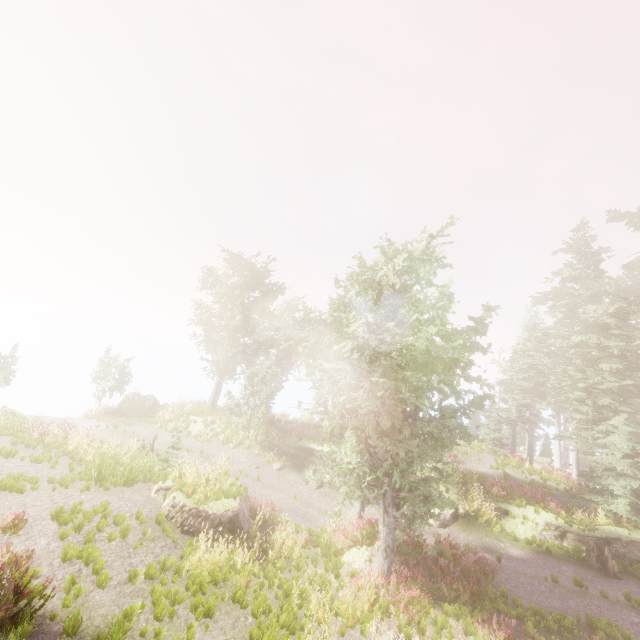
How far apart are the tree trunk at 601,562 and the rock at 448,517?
5.5 meters

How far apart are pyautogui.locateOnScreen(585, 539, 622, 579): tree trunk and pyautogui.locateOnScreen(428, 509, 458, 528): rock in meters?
5.5 m

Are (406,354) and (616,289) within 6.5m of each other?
no

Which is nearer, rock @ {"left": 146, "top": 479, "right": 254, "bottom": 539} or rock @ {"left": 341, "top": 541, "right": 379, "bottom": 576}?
rock @ {"left": 146, "top": 479, "right": 254, "bottom": 539}

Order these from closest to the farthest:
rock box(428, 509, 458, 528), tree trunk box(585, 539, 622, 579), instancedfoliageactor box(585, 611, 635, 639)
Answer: instancedfoliageactor box(585, 611, 635, 639) → tree trunk box(585, 539, 622, 579) → rock box(428, 509, 458, 528)

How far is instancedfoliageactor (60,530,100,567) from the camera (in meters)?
7.61

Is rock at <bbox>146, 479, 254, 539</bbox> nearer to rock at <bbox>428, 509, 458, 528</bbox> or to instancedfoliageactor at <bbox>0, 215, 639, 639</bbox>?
instancedfoliageactor at <bbox>0, 215, 639, 639</bbox>

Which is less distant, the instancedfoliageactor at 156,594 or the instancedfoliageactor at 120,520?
the instancedfoliageactor at 156,594
